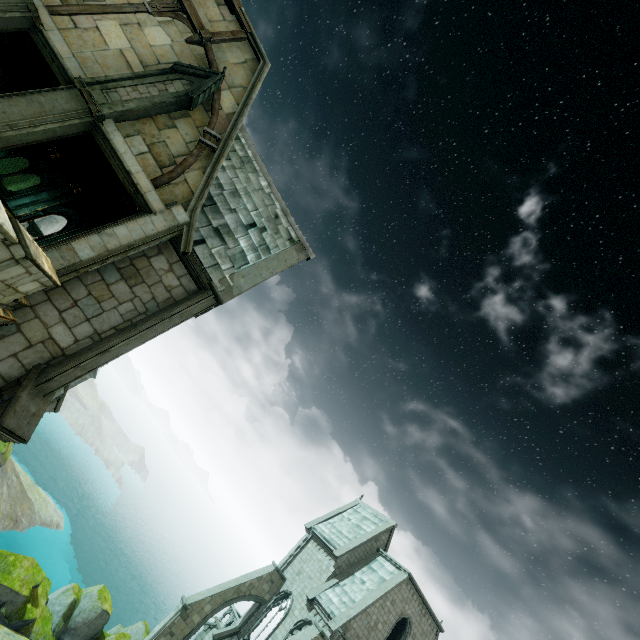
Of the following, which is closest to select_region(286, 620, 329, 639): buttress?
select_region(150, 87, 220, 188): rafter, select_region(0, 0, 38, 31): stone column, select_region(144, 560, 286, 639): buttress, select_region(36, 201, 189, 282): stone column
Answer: select_region(144, 560, 286, 639): buttress

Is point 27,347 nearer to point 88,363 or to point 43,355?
point 43,355

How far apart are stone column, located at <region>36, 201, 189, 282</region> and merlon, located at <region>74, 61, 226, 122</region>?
2.4m

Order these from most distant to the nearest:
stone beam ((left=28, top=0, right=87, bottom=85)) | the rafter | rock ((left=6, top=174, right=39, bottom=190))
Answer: rock ((left=6, top=174, right=39, bottom=190))
the rafter
stone beam ((left=28, top=0, right=87, bottom=85))

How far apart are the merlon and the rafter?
0.0 meters

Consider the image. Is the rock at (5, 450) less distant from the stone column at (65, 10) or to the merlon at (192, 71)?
the stone column at (65, 10)

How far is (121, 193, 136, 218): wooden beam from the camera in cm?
902

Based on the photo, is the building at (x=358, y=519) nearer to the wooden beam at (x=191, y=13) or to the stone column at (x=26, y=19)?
the wooden beam at (x=191, y=13)
